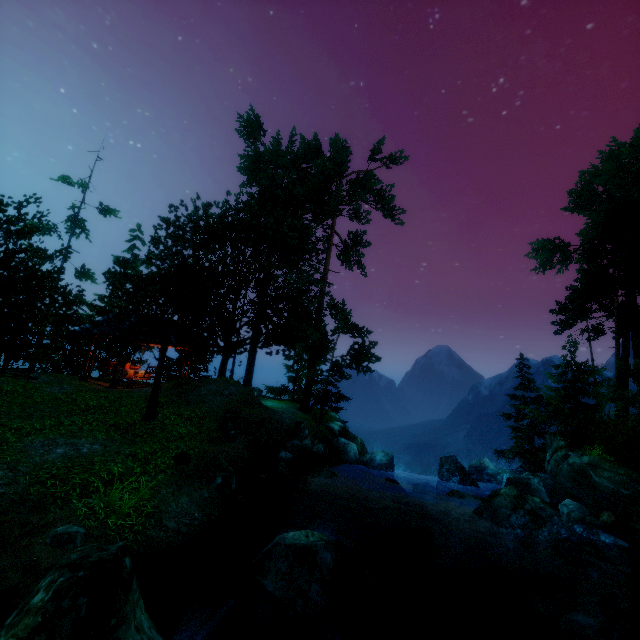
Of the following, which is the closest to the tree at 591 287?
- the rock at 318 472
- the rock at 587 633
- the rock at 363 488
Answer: the rock at 318 472

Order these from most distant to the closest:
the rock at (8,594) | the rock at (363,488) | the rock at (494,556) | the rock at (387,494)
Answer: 1. the rock at (363,488)
2. the rock at (387,494)
3. the rock at (494,556)
4. the rock at (8,594)

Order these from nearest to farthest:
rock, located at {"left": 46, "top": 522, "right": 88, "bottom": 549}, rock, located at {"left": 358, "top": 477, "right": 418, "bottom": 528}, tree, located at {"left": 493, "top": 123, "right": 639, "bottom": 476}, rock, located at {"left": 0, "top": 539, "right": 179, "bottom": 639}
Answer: rock, located at {"left": 0, "top": 539, "right": 179, "bottom": 639} → rock, located at {"left": 46, "top": 522, "right": 88, "bottom": 549} → rock, located at {"left": 358, "top": 477, "right": 418, "bottom": 528} → tree, located at {"left": 493, "top": 123, "right": 639, "bottom": 476}

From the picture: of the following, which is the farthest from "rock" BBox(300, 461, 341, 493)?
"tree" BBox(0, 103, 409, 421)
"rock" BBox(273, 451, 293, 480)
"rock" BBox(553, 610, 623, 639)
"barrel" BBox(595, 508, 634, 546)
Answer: Answer: "barrel" BBox(595, 508, 634, 546)

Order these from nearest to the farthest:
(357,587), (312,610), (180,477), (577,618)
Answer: (312,610) < (357,587) < (577,618) < (180,477)

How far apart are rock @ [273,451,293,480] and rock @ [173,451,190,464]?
3.6m

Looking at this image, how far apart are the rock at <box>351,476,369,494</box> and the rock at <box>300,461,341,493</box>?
1.2m

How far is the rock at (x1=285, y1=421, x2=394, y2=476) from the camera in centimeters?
1466cm
